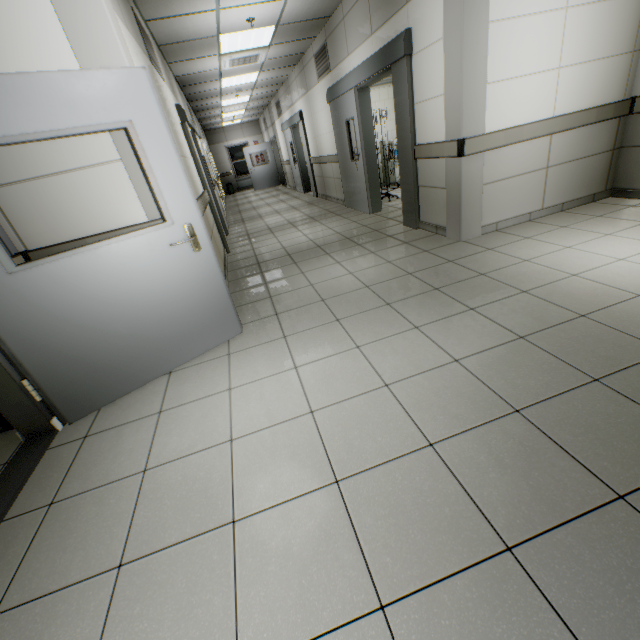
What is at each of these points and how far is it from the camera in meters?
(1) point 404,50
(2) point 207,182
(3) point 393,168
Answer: Result:
(1) doorway, 3.8 m
(2) doorway, 5.7 m
(3) artificialrespiration, 8.4 m

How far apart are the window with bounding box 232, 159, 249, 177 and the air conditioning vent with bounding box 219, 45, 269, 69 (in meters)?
12.19

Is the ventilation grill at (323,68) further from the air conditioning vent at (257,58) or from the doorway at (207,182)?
the doorway at (207,182)

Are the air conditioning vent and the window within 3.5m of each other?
no

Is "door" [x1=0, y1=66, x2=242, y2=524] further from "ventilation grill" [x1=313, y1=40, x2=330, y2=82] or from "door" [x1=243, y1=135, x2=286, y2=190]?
"door" [x1=243, y1=135, x2=286, y2=190]

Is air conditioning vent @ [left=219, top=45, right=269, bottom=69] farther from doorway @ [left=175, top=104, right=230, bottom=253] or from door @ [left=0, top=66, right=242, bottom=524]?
door @ [left=0, top=66, right=242, bottom=524]

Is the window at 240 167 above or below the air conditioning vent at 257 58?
below

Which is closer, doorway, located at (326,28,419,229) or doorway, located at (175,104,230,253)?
doorway, located at (326,28,419,229)
